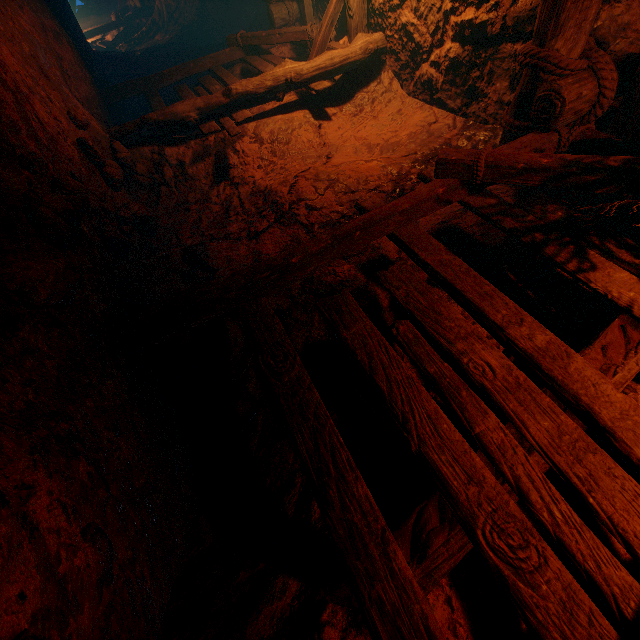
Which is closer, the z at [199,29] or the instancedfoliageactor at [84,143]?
the instancedfoliageactor at [84,143]

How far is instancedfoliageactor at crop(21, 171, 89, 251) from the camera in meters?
1.8

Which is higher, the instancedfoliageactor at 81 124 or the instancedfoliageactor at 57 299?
the instancedfoliageactor at 81 124

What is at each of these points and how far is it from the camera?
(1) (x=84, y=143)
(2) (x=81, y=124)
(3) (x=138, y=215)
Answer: (1) instancedfoliageactor, 3.12m
(2) instancedfoliageactor, 3.50m
(3) instancedfoliageactor, 3.52m

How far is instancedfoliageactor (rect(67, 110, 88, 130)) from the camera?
3.40m

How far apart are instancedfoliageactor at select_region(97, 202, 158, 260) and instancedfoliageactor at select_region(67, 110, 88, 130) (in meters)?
0.93

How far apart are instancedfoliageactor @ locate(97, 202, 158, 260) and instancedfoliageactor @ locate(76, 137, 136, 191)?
0.2m

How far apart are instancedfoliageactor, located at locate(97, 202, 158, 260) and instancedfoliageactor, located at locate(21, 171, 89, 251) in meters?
0.9
